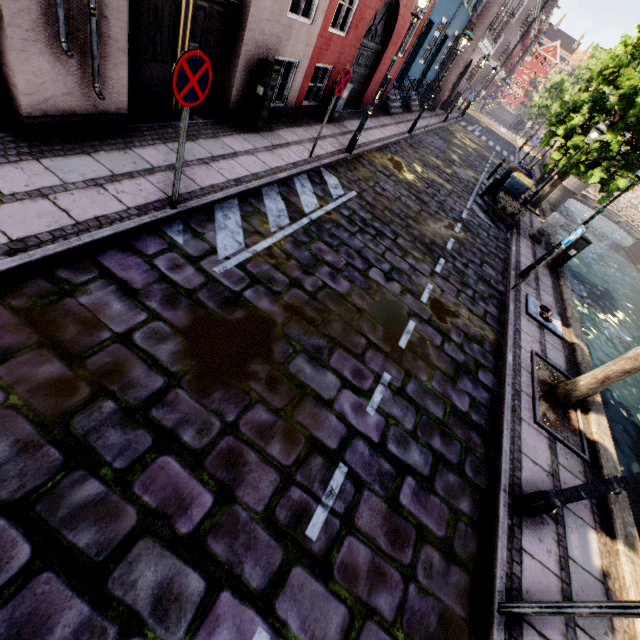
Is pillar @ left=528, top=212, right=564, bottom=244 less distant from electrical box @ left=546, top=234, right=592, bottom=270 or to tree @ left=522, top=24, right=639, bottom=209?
electrical box @ left=546, top=234, right=592, bottom=270

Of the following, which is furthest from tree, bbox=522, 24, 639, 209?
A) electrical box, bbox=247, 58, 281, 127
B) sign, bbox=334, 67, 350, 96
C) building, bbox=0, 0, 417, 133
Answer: electrical box, bbox=247, 58, 281, 127

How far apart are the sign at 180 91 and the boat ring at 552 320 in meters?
7.8

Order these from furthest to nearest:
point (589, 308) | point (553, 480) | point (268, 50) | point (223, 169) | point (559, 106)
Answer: point (589, 308) → point (559, 106) → point (268, 50) → point (223, 169) → point (553, 480)

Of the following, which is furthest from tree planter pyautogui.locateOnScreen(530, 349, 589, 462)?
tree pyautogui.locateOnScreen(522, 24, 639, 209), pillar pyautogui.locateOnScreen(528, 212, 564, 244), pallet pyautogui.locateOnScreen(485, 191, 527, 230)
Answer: pillar pyautogui.locateOnScreen(528, 212, 564, 244)

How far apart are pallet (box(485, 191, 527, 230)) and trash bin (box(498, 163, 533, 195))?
0.7 meters

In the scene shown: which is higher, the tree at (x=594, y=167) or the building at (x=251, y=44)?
the tree at (x=594, y=167)

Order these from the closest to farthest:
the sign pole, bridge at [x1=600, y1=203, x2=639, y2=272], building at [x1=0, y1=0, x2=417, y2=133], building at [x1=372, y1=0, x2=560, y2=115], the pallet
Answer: the sign pole → building at [x1=0, y1=0, x2=417, y2=133] → the pallet → building at [x1=372, y1=0, x2=560, y2=115] → bridge at [x1=600, y1=203, x2=639, y2=272]
